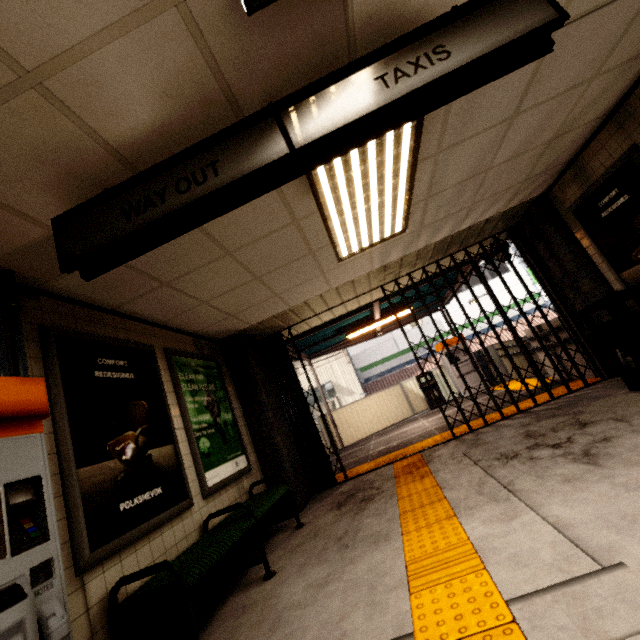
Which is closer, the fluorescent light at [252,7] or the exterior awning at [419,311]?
the fluorescent light at [252,7]

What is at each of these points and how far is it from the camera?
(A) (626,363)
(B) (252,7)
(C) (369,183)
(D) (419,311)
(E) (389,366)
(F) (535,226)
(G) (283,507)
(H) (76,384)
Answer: (A) trash can, 4.0 meters
(B) fluorescent light, 1.4 meters
(C) fluorescent light, 3.0 meters
(D) exterior awning, 10.4 meters
(E) sign, 19.6 meters
(F) concrete pillar, 5.4 meters
(G) concrete pillar, 4.9 meters
(H) sign, 2.6 meters

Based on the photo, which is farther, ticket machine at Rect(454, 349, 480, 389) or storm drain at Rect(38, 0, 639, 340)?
ticket machine at Rect(454, 349, 480, 389)

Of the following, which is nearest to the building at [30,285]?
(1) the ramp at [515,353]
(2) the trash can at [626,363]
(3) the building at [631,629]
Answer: (3) the building at [631,629]

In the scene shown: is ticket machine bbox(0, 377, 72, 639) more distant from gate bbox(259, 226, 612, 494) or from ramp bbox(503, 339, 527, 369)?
ramp bbox(503, 339, 527, 369)

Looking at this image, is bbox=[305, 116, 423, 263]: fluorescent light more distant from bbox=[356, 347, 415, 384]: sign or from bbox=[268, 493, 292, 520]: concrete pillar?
bbox=[356, 347, 415, 384]: sign

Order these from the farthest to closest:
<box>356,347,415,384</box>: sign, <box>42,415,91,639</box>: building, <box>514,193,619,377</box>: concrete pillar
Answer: <box>356,347,415,384</box>: sign < <box>514,193,619,377</box>: concrete pillar < <box>42,415,91,639</box>: building

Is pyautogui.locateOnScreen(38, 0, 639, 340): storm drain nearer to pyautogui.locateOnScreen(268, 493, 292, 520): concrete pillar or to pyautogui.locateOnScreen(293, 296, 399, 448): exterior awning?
pyautogui.locateOnScreen(268, 493, 292, 520): concrete pillar
